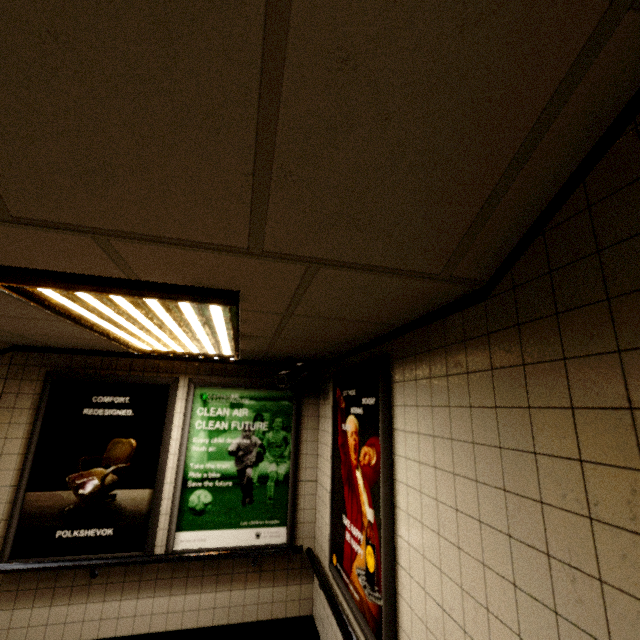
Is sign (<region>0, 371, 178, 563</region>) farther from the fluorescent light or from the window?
the window

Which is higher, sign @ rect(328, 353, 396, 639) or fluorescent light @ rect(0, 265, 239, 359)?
fluorescent light @ rect(0, 265, 239, 359)

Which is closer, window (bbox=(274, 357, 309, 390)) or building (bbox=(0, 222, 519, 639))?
building (bbox=(0, 222, 519, 639))

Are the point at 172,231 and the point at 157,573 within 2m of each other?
no

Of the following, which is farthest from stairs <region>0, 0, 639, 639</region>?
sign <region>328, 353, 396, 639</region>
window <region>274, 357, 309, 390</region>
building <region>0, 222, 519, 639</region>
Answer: window <region>274, 357, 309, 390</region>

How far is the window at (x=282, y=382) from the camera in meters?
3.4

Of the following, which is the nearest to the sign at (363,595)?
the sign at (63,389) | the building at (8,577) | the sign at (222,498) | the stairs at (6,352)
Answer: the building at (8,577)

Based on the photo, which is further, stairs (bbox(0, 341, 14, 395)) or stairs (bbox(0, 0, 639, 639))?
stairs (bbox(0, 341, 14, 395))
